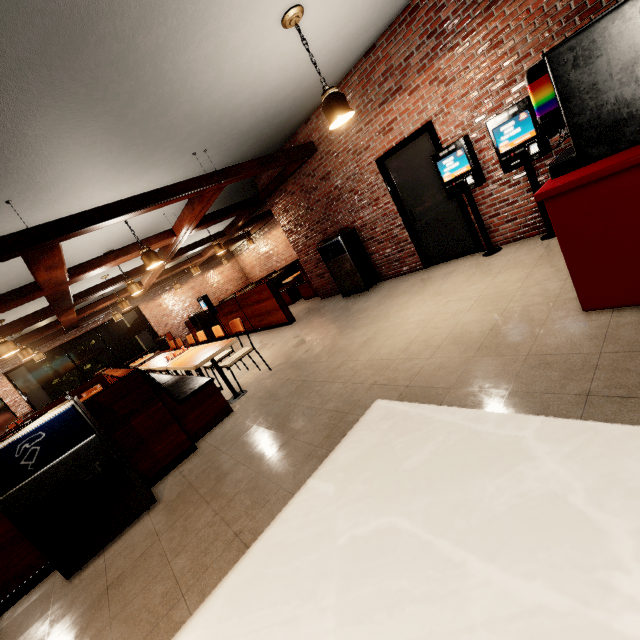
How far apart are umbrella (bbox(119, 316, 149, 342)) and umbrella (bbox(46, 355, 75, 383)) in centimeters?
109cm

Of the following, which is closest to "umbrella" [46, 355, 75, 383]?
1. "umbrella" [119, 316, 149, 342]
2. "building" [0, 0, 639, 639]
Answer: "building" [0, 0, 639, 639]

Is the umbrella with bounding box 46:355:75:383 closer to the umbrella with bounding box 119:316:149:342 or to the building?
the building

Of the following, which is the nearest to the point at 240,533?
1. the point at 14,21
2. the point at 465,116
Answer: the point at 14,21

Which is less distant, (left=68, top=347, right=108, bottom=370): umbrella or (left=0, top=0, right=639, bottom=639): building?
(left=0, top=0, right=639, bottom=639): building

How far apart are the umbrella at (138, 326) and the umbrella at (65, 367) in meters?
1.1 m

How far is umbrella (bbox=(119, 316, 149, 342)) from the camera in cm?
1344

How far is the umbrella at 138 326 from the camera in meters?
13.4
